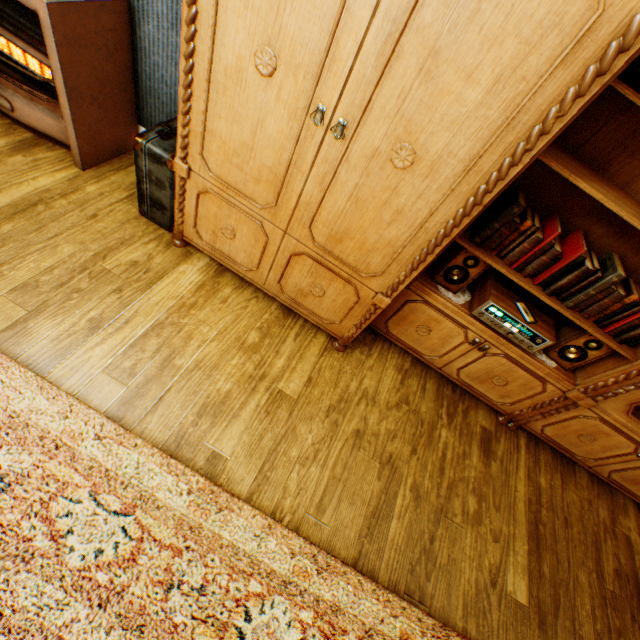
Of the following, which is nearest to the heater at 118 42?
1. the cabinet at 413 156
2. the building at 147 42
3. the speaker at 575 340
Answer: the building at 147 42

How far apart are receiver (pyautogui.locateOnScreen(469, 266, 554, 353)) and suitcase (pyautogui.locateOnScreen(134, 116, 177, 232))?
1.88m

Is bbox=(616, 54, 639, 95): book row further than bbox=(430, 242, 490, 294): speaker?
No

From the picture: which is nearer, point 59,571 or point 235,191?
point 59,571

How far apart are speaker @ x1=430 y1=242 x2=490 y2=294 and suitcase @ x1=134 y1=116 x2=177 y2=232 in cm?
161

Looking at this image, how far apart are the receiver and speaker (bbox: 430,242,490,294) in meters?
0.1

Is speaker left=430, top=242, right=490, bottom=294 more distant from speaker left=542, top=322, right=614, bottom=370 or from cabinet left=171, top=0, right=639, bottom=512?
speaker left=542, top=322, right=614, bottom=370

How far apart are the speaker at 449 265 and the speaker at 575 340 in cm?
68
